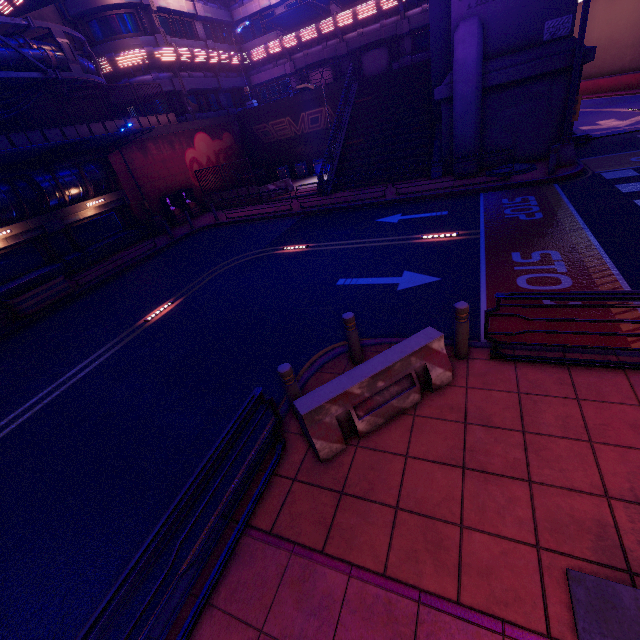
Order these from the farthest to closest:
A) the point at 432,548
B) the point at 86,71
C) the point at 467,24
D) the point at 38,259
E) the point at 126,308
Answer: the point at 86,71
the point at 38,259
the point at 467,24
the point at 126,308
the point at 432,548

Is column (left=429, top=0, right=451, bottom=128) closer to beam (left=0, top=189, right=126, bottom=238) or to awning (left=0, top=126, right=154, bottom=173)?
awning (left=0, top=126, right=154, bottom=173)

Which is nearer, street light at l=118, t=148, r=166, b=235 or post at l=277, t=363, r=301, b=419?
post at l=277, t=363, r=301, b=419

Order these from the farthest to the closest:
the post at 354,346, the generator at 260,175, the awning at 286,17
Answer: →
1. the generator at 260,175
2. the awning at 286,17
3. the post at 354,346

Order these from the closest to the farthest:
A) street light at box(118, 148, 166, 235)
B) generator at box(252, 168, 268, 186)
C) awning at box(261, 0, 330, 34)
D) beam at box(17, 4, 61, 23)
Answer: beam at box(17, 4, 61, 23) < street light at box(118, 148, 166, 235) < awning at box(261, 0, 330, 34) < generator at box(252, 168, 268, 186)

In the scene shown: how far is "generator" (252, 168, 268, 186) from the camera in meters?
28.5

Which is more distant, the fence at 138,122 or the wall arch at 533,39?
the fence at 138,122

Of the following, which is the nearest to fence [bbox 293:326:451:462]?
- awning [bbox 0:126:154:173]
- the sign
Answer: the sign
